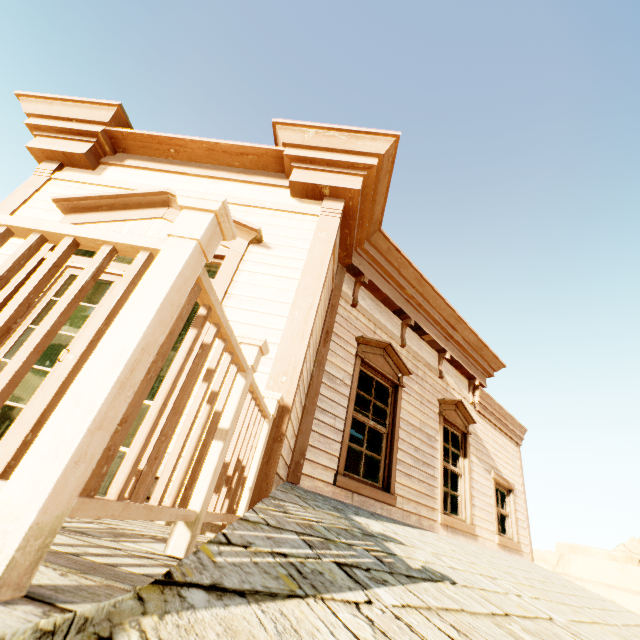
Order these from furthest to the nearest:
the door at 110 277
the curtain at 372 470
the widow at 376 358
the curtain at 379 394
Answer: the curtain at 379 394
the curtain at 372 470
the widow at 376 358
the door at 110 277

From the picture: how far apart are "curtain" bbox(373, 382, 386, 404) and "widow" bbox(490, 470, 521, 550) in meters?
3.7

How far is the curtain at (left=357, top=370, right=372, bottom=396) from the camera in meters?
5.1 m

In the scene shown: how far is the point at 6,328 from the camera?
0.88m

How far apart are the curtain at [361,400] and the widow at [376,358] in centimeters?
0cm

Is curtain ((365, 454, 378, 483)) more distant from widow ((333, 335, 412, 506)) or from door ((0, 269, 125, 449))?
door ((0, 269, 125, 449))

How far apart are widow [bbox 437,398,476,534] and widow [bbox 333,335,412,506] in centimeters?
112cm
